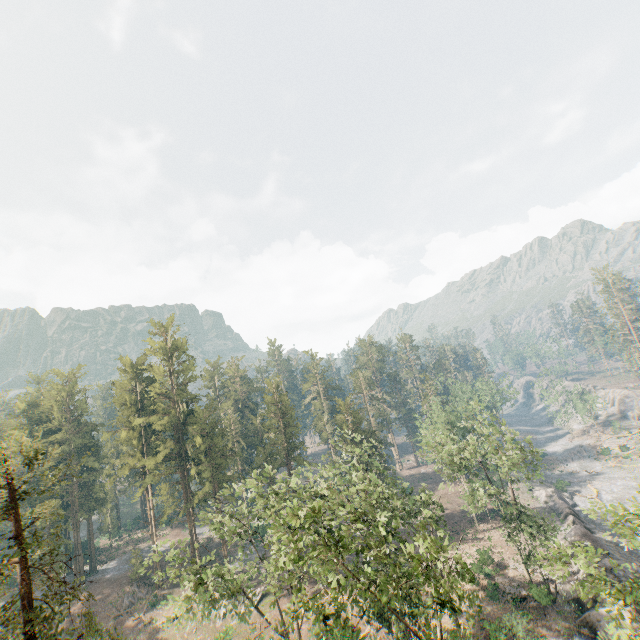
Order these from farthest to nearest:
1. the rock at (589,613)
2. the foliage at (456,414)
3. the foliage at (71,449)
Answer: the rock at (589,613) → the foliage at (456,414) → the foliage at (71,449)

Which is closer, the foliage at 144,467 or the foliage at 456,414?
the foliage at 144,467

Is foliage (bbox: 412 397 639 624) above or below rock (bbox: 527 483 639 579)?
above

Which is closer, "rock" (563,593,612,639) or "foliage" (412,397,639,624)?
"foliage" (412,397,639,624)

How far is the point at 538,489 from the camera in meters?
57.9

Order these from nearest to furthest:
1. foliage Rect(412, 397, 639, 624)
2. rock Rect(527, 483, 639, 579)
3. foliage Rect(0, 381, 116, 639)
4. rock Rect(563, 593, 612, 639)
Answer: foliage Rect(0, 381, 116, 639) < foliage Rect(412, 397, 639, 624) < rock Rect(563, 593, 612, 639) < rock Rect(527, 483, 639, 579)
